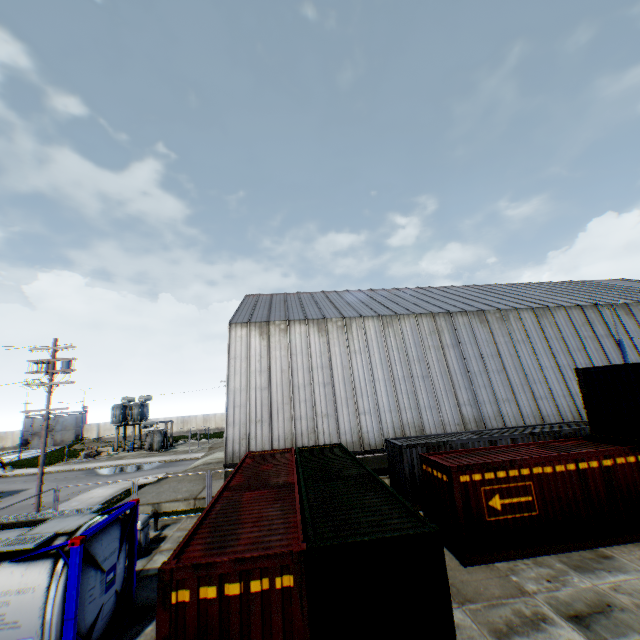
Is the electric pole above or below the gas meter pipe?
above

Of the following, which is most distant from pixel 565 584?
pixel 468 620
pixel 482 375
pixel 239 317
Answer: pixel 239 317

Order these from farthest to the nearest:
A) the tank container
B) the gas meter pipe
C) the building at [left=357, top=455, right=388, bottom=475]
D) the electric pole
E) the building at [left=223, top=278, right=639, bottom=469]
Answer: the building at [left=223, top=278, right=639, bottom=469], the building at [left=357, top=455, right=388, bottom=475], the electric pole, the gas meter pipe, the tank container

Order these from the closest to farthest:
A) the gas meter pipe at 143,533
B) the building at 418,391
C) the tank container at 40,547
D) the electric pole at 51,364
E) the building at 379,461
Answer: the tank container at 40,547 → the gas meter pipe at 143,533 → the electric pole at 51,364 → the building at 379,461 → the building at 418,391

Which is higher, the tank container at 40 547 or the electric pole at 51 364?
the electric pole at 51 364

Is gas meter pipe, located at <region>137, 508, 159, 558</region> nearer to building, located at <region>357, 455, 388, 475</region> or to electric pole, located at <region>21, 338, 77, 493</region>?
building, located at <region>357, 455, 388, 475</region>

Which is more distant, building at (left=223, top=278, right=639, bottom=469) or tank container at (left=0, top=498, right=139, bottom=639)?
building at (left=223, top=278, right=639, bottom=469)
